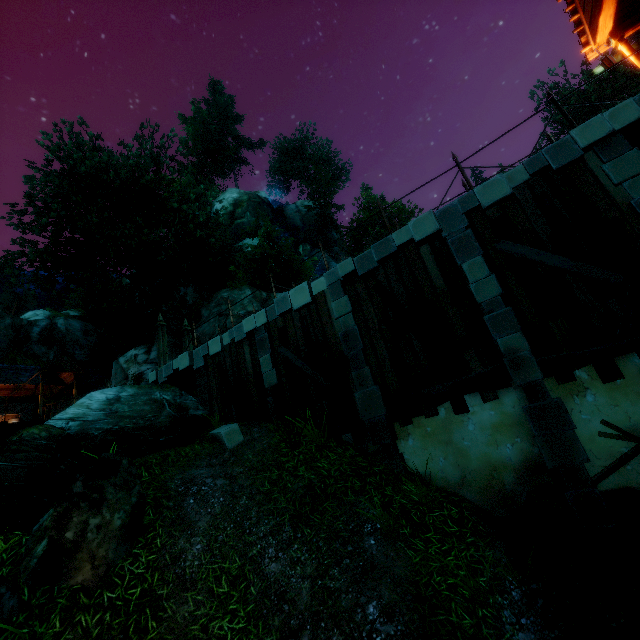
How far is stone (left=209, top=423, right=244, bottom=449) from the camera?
8.8 meters

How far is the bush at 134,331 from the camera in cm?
2122

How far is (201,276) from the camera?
25.7 meters

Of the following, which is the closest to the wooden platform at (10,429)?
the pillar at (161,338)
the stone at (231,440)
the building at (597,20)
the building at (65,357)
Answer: the building at (65,357)

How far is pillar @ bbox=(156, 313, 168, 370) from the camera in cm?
1412

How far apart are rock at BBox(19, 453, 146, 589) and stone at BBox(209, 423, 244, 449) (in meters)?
2.11

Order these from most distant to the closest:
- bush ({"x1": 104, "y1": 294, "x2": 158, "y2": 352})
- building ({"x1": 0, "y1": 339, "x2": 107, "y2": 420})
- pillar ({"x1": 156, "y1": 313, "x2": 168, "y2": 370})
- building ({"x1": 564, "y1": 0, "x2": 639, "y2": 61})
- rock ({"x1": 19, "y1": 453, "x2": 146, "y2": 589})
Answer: bush ({"x1": 104, "y1": 294, "x2": 158, "y2": 352}) → building ({"x1": 0, "y1": 339, "x2": 107, "y2": 420}) → pillar ({"x1": 156, "y1": 313, "x2": 168, "y2": 370}) → building ({"x1": 564, "y1": 0, "x2": 639, "y2": 61}) → rock ({"x1": 19, "y1": 453, "x2": 146, "y2": 589})

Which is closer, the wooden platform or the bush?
the wooden platform
